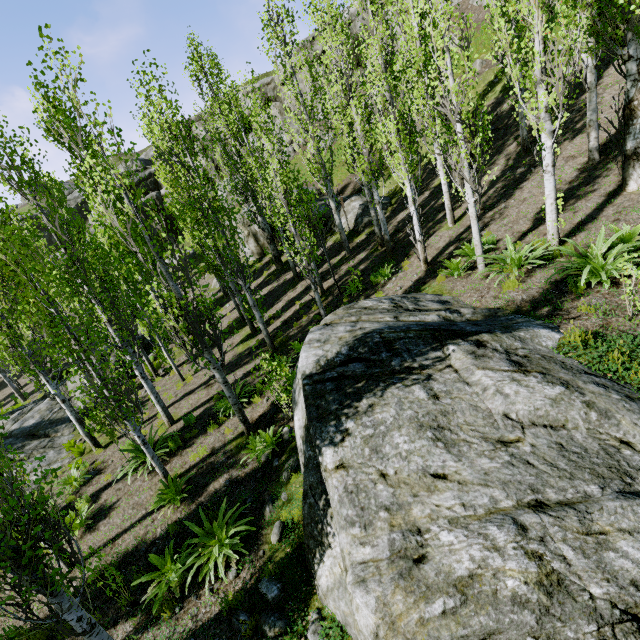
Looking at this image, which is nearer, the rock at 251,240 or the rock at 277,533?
the rock at 277,533

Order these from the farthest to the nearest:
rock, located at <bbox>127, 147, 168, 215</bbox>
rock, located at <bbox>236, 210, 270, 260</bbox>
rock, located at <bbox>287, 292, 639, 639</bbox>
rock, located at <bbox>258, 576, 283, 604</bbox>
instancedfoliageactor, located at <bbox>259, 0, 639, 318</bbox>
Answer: rock, located at <bbox>127, 147, 168, 215</bbox>, rock, located at <bbox>236, 210, 270, 260</bbox>, instancedfoliageactor, located at <bbox>259, 0, 639, 318</bbox>, rock, located at <bbox>258, 576, 283, 604</bbox>, rock, located at <bbox>287, 292, 639, 639</bbox>

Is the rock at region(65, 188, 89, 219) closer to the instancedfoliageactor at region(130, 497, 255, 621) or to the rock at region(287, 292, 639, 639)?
the instancedfoliageactor at region(130, 497, 255, 621)

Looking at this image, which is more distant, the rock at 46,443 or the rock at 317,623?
the rock at 46,443

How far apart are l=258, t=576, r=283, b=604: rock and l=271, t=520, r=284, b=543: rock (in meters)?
0.56

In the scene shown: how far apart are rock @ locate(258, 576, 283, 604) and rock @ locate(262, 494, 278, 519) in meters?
1.0

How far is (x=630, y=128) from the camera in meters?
7.8 m
